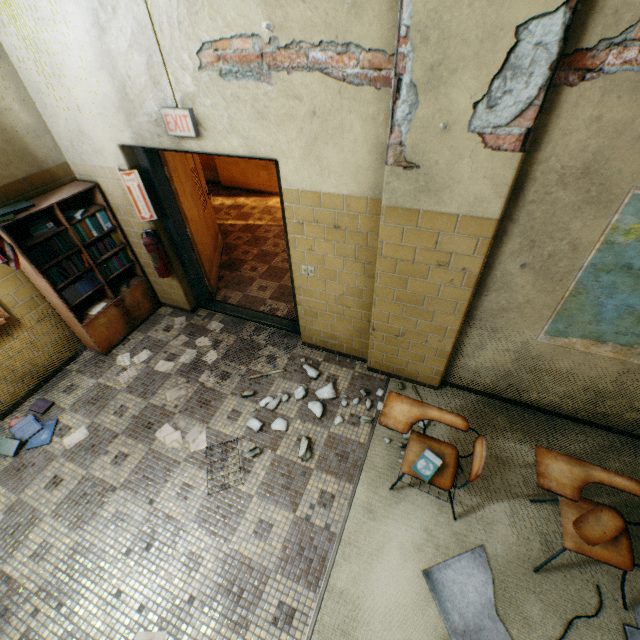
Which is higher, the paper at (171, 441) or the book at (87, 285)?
the book at (87, 285)

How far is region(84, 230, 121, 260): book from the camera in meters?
3.7 m

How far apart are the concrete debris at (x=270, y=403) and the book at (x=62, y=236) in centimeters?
216cm

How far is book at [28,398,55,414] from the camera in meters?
3.5 m

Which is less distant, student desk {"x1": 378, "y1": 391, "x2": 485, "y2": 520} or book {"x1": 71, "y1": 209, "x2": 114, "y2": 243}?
student desk {"x1": 378, "y1": 391, "x2": 485, "y2": 520}

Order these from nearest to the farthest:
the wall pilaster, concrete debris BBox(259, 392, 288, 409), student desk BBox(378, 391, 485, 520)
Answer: the wall pilaster
student desk BBox(378, 391, 485, 520)
concrete debris BBox(259, 392, 288, 409)

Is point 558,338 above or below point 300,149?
below

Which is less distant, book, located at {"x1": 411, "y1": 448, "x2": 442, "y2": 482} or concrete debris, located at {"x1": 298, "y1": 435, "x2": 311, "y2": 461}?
book, located at {"x1": 411, "y1": 448, "x2": 442, "y2": 482}
